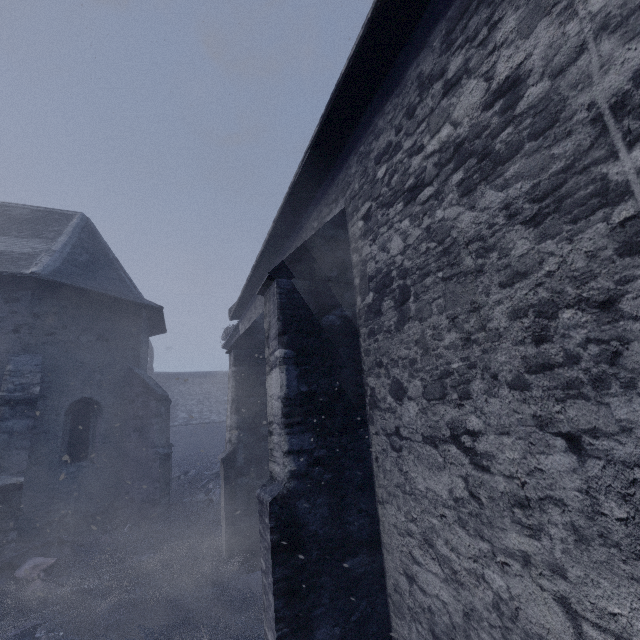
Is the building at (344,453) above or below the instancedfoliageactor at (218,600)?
above

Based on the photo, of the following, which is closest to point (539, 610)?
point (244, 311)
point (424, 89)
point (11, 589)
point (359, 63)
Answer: point (424, 89)

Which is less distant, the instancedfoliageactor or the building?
the building

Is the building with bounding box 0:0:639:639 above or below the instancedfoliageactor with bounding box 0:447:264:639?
above

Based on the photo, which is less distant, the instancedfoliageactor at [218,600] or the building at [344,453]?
the building at [344,453]
